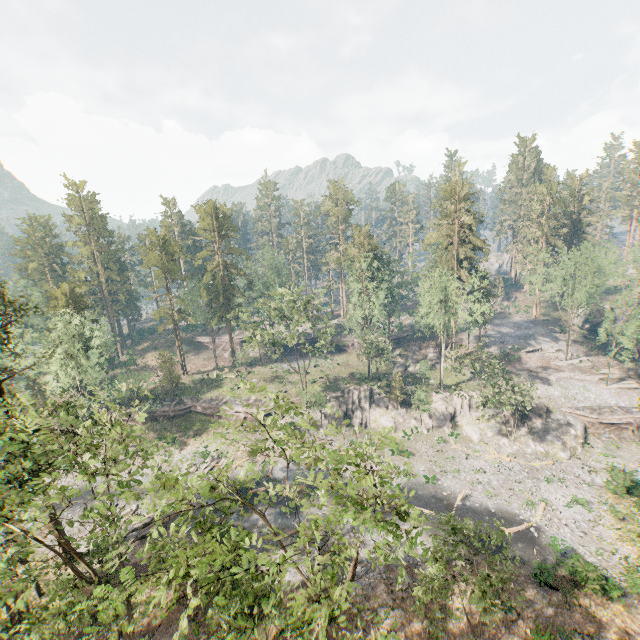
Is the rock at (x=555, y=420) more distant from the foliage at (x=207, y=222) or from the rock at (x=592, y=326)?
the rock at (x=592, y=326)

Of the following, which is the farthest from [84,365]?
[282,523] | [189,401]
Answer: [282,523]

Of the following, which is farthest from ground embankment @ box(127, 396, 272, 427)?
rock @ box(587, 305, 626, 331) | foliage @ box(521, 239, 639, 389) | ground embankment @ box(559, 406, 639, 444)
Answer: rock @ box(587, 305, 626, 331)

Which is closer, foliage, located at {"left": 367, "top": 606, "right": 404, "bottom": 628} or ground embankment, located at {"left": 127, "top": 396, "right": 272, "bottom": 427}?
foliage, located at {"left": 367, "top": 606, "right": 404, "bottom": 628}

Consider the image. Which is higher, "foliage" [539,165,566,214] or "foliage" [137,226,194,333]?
"foliage" [539,165,566,214]

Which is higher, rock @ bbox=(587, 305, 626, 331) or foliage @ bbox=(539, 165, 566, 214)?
foliage @ bbox=(539, 165, 566, 214)

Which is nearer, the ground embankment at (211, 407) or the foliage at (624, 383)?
the foliage at (624, 383)

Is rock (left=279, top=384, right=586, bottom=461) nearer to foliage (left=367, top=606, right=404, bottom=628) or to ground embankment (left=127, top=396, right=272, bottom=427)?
ground embankment (left=127, top=396, right=272, bottom=427)
